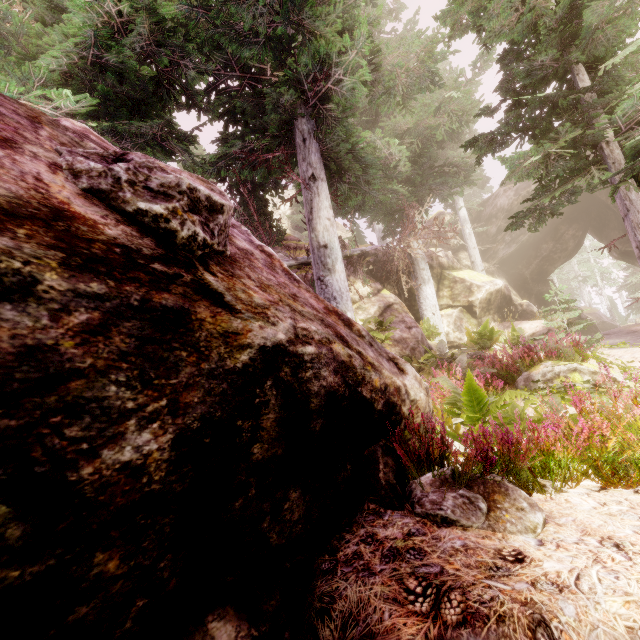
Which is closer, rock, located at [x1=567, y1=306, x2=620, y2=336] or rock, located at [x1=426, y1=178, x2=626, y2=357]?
rock, located at [x1=426, y1=178, x2=626, y2=357]

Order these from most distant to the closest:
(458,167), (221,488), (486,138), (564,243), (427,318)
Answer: (564,243) < (458,167) < (427,318) < (486,138) < (221,488)

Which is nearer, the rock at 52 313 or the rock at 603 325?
the rock at 52 313

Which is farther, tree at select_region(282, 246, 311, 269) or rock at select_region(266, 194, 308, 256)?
rock at select_region(266, 194, 308, 256)

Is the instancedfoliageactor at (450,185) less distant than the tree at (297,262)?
Yes

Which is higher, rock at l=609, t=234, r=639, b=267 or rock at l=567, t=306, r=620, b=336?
rock at l=609, t=234, r=639, b=267

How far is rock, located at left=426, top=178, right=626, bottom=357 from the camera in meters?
16.3 m

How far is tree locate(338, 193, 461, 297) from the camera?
12.47m
